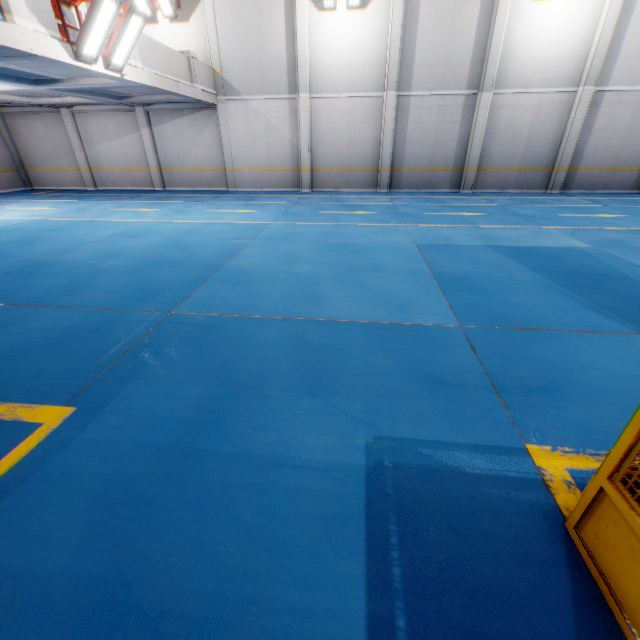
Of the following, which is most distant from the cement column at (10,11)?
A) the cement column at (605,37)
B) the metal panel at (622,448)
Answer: the cement column at (605,37)

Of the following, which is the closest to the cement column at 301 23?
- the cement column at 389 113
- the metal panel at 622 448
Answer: the cement column at 389 113

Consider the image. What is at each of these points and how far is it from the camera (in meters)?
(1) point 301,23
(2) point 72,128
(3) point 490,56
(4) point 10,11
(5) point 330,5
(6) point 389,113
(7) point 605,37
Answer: (1) cement column, 13.23
(2) cement column, 16.33
(3) cement column, 13.06
(4) cement column, 6.18
(5) light, 12.88
(6) cement column, 14.37
(7) cement column, 12.42

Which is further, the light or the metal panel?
the light

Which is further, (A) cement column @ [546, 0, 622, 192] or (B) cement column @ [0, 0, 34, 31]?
(A) cement column @ [546, 0, 622, 192]

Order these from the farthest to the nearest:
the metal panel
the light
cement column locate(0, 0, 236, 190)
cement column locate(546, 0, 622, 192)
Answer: cement column locate(0, 0, 236, 190) → the light → cement column locate(546, 0, 622, 192) → the metal panel

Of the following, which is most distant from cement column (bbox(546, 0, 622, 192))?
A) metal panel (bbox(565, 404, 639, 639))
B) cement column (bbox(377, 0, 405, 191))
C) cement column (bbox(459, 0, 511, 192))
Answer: metal panel (bbox(565, 404, 639, 639))

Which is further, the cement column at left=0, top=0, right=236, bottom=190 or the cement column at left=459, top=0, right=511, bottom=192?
the cement column at left=0, top=0, right=236, bottom=190
